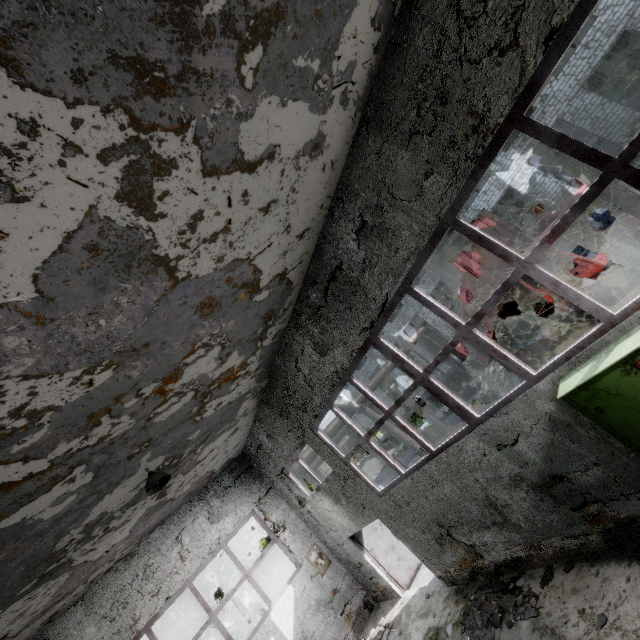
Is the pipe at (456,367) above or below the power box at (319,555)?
below

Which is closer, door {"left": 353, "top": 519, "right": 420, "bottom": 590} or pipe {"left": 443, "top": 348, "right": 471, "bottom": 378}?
door {"left": 353, "top": 519, "right": 420, "bottom": 590}

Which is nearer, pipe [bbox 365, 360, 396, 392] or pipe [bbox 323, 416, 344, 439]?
pipe [bbox 323, 416, 344, 439]

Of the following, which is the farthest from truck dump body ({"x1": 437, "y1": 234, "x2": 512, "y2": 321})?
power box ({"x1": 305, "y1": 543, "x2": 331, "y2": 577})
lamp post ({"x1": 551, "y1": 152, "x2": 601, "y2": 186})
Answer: power box ({"x1": 305, "y1": 543, "x2": 331, "y2": 577})

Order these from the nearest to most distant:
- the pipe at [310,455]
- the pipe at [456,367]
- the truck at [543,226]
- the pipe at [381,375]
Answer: the truck at [543,226], the pipe at [310,455], the pipe at [381,375], the pipe at [456,367]

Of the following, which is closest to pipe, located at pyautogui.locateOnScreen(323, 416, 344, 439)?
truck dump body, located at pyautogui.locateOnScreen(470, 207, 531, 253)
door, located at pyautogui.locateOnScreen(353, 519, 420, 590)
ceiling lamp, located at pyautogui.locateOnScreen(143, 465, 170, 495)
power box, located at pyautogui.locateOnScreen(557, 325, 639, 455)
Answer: door, located at pyautogui.locateOnScreen(353, 519, 420, 590)

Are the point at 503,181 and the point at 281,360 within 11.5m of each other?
no

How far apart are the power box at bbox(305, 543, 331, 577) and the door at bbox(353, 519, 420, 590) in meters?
1.8
